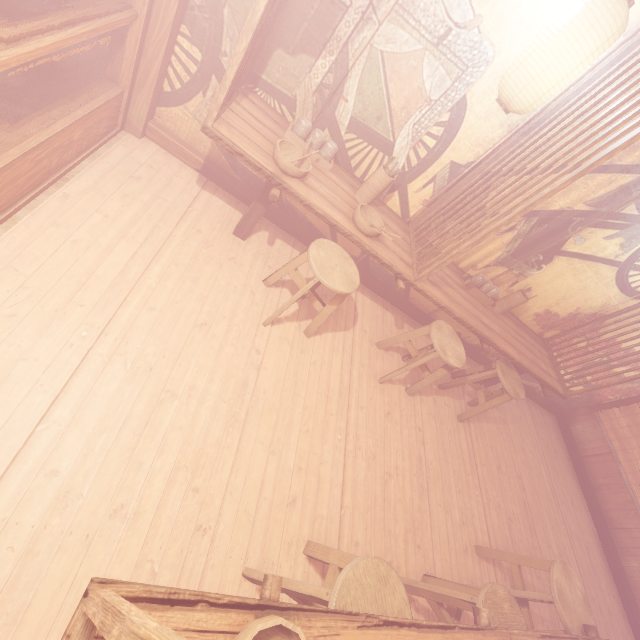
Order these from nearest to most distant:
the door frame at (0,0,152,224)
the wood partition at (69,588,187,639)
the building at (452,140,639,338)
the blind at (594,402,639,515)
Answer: the wood partition at (69,588,187,639)
the door frame at (0,0,152,224)
the building at (452,140,639,338)
the blind at (594,402,639,515)

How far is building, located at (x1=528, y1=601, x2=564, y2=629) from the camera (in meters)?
5.60

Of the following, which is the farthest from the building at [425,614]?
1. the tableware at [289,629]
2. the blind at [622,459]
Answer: the tableware at [289,629]

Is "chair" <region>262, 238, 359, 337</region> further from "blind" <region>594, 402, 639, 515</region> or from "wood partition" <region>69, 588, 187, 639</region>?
"blind" <region>594, 402, 639, 515</region>

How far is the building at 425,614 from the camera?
4.2m

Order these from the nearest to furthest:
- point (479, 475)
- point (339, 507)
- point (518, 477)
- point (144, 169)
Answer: point (339, 507) < point (144, 169) < point (479, 475) < point (518, 477)

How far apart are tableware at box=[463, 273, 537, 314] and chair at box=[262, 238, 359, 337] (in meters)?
2.76

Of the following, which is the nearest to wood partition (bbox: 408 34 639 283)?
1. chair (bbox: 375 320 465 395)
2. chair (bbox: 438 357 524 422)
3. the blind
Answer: chair (bbox: 375 320 465 395)
